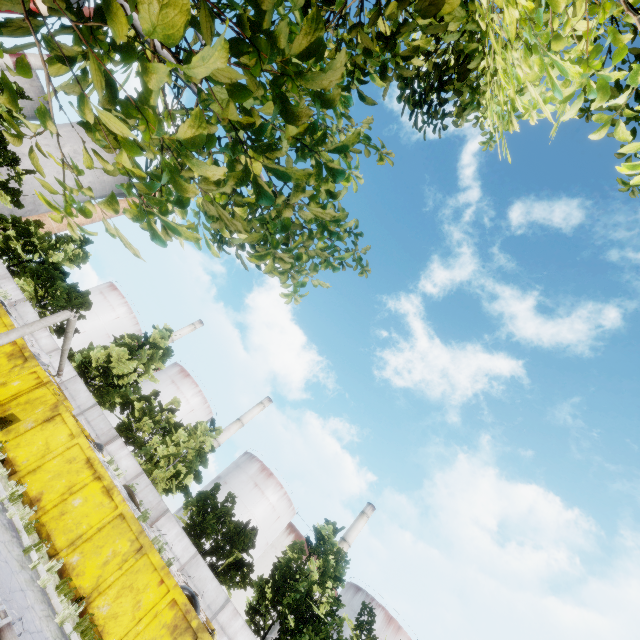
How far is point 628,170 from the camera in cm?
240

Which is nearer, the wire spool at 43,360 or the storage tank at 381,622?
the wire spool at 43,360

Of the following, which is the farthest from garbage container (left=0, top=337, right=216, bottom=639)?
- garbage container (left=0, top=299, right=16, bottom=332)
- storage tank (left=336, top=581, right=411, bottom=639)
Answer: storage tank (left=336, top=581, right=411, bottom=639)

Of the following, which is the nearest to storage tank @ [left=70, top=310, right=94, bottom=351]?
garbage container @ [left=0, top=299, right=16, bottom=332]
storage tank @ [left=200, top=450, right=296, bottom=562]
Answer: storage tank @ [left=200, top=450, right=296, bottom=562]

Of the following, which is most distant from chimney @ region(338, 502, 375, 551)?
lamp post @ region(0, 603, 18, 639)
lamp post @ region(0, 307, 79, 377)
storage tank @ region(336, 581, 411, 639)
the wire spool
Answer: lamp post @ region(0, 603, 18, 639)

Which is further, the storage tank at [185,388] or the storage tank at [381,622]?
the storage tank at [185,388]

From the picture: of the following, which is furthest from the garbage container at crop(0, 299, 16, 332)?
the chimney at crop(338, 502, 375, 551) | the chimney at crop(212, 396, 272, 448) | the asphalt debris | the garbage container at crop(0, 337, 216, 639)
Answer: the chimney at crop(338, 502, 375, 551)

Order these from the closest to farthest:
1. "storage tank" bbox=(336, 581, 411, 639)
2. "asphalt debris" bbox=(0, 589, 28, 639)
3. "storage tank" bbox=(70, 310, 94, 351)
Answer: "asphalt debris" bbox=(0, 589, 28, 639) → "storage tank" bbox=(336, 581, 411, 639) → "storage tank" bbox=(70, 310, 94, 351)
